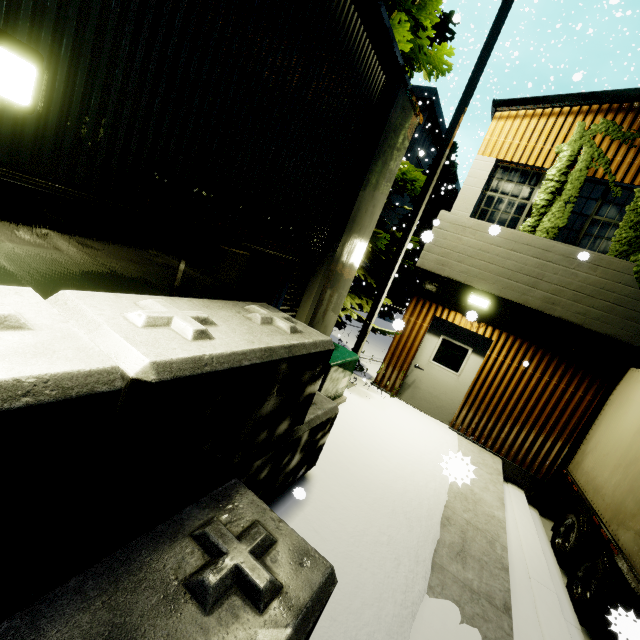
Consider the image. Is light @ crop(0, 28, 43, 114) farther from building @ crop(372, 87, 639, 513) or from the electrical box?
the electrical box

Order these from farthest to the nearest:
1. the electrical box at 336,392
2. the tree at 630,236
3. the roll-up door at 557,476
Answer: the roll-up door at 557,476, the tree at 630,236, the electrical box at 336,392

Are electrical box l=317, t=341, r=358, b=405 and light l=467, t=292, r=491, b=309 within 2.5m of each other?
no

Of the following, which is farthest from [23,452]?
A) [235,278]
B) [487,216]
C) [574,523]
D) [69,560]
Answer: [487,216]

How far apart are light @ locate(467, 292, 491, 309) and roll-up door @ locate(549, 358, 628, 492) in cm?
279

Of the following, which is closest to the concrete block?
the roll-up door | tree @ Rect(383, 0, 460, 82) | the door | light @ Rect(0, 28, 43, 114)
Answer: light @ Rect(0, 28, 43, 114)

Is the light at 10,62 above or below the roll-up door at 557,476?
above

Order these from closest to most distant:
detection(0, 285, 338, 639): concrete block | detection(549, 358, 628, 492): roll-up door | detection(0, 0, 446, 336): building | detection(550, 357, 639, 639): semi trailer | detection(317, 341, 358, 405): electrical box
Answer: detection(0, 285, 338, 639): concrete block, detection(0, 0, 446, 336): building, detection(550, 357, 639, 639): semi trailer, detection(317, 341, 358, 405): electrical box, detection(549, 358, 628, 492): roll-up door
